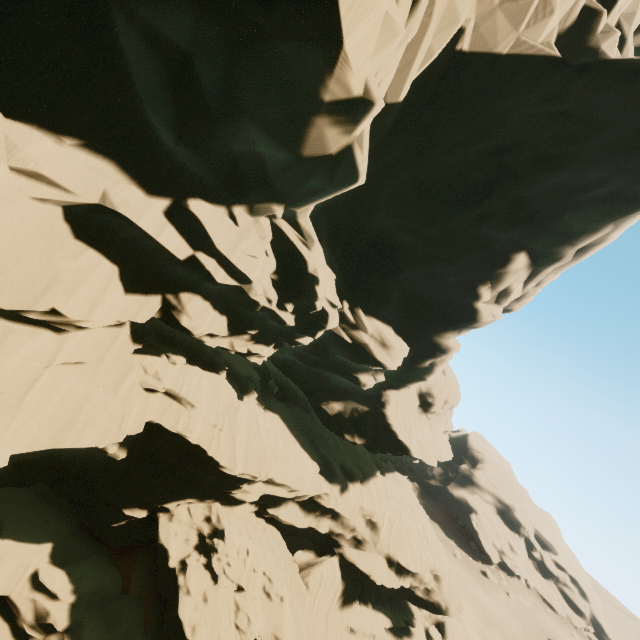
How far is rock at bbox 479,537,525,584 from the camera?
58.0 meters

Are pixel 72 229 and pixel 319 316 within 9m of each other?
no

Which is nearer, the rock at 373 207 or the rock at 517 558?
the rock at 373 207

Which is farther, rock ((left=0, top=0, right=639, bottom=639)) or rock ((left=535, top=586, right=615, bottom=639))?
rock ((left=535, top=586, right=615, bottom=639))
